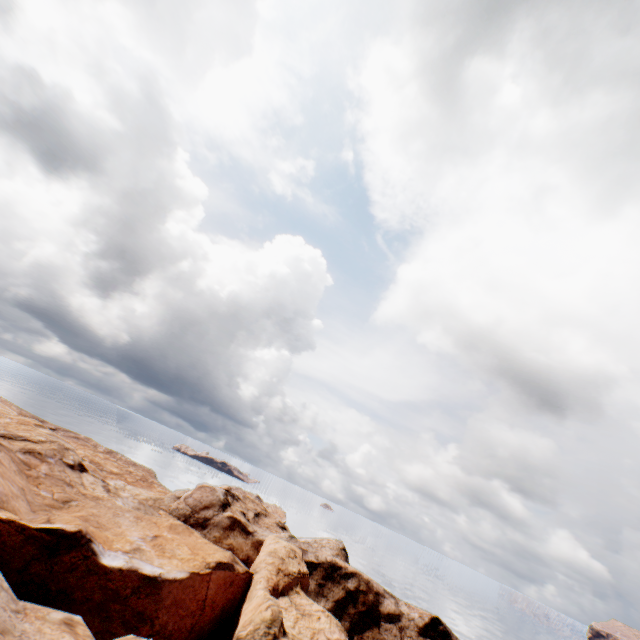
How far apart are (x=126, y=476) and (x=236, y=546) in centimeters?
2144cm
